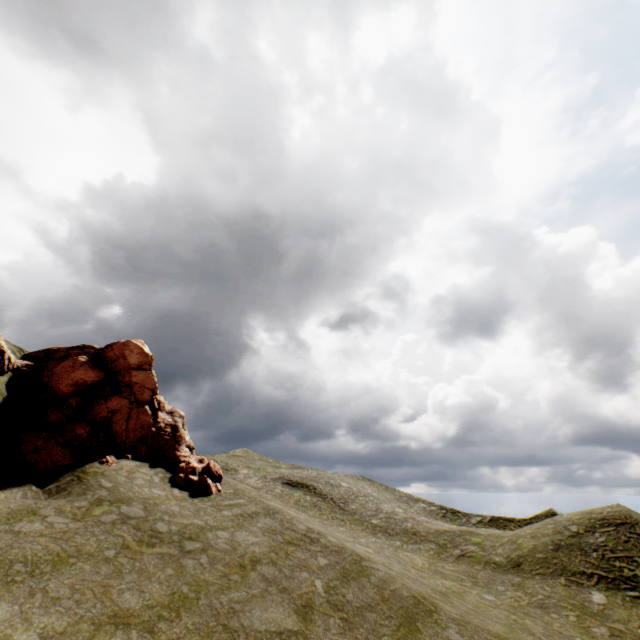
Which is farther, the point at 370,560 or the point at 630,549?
the point at 630,549
